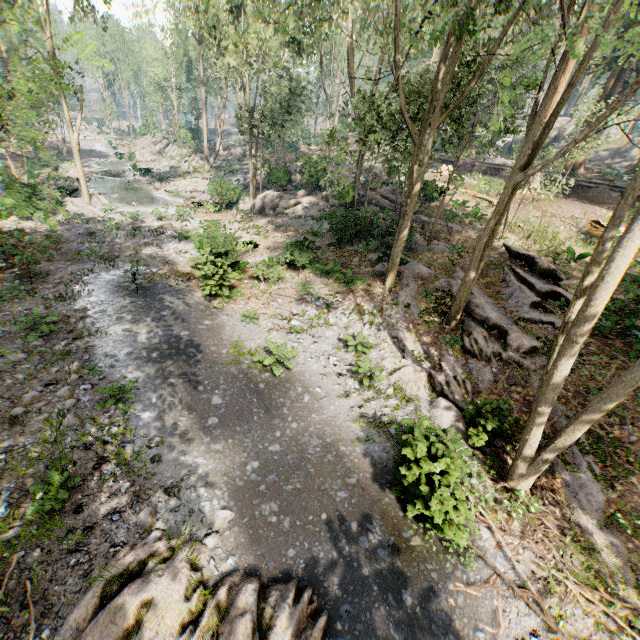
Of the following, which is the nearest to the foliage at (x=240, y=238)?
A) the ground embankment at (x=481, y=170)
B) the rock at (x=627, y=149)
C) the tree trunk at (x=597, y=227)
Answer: the ground embankment at (x=481, y=170)

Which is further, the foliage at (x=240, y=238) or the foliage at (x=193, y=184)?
the foliage at (x=193, y=184)

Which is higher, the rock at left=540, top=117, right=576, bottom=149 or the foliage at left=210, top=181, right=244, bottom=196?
the rock at left=540, top=117, right=576, bottom=149

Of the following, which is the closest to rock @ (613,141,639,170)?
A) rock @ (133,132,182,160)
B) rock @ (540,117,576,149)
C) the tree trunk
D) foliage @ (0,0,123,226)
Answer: rock @ (540,117,576,149)

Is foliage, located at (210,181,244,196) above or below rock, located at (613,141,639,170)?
below

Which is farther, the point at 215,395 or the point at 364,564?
the point at 215,395

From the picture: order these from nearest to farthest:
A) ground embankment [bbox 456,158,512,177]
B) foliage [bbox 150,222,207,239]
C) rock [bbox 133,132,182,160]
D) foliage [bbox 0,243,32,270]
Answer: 1. foliage [bbox 0,243,32,270]
2. foliage [bbox 150,222,207,239]
3. ground embankment [bbox 456,158,512,177]
4. rock [bbox 133,132,182,160]

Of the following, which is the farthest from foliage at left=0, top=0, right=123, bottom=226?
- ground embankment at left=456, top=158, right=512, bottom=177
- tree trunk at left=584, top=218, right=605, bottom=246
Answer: tree trunk at left=584, top=218, right=605, bottom=246
